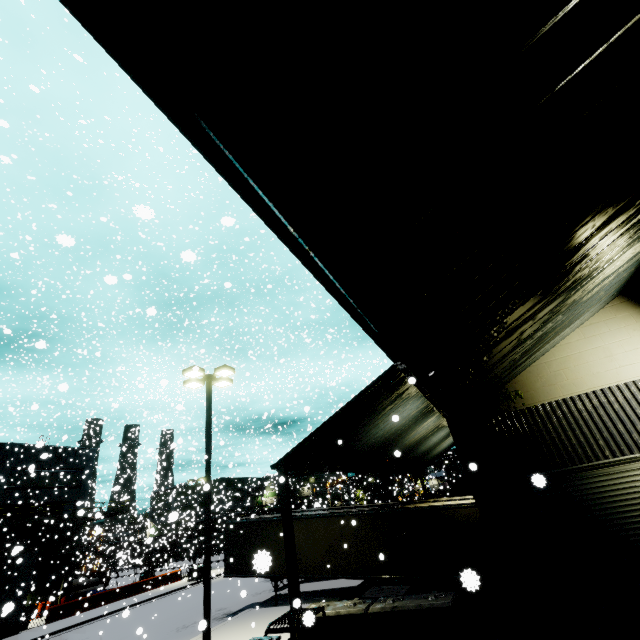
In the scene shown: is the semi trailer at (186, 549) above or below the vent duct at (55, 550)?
below

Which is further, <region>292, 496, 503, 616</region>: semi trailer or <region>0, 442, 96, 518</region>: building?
<region>0, 442, 96, 518</region>: building

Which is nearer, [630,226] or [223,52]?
[223,52]

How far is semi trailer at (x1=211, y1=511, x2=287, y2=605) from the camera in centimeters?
1713cm

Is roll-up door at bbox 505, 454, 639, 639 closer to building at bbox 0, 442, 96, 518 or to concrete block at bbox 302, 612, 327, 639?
building at bbox 0, 442, 96, 518

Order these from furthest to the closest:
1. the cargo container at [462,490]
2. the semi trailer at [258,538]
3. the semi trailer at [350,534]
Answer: the cargo container at [462,490], the semi trailer at [258,538], the semi trailer at [350,534]

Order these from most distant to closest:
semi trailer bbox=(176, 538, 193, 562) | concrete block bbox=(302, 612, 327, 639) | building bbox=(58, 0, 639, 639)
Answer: semi trailer bbox=(176, 538, 193, 562), concrete block bbox=(302, 612, 327, 639), building bbox=(58, 0, 639, 639)
